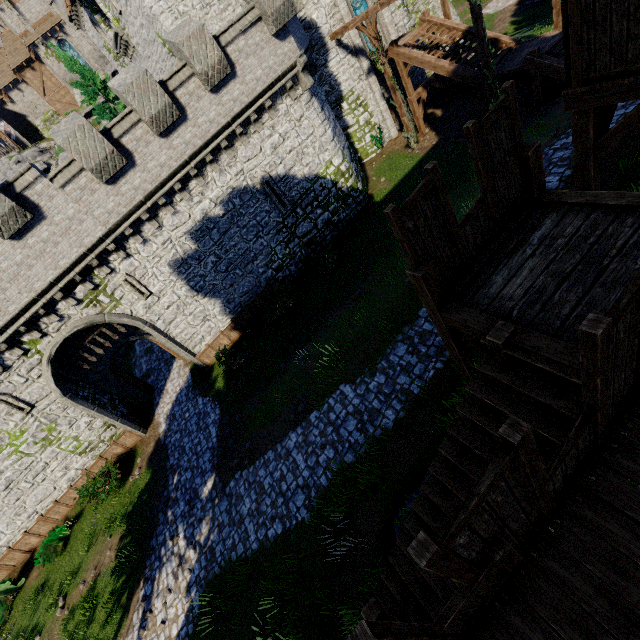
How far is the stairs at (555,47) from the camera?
14.45m

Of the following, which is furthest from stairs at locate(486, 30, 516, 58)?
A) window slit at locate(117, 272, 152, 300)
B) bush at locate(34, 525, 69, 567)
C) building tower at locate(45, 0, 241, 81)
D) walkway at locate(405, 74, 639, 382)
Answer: bush at locate(34, 525, 69, 567)

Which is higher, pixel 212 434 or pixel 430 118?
pixel 430 118

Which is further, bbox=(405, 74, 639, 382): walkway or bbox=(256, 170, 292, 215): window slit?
bbox=(256, 170, 292, 215): window slit

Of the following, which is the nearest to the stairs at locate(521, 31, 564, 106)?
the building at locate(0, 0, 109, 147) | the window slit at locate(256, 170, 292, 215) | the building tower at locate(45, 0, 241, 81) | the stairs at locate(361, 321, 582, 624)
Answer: the window slit at locate(256, 170, 292, 215)

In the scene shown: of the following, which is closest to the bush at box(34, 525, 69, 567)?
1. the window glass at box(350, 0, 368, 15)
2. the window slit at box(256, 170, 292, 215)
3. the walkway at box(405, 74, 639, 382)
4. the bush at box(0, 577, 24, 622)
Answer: the bush at box(0, 577, 24, 622)

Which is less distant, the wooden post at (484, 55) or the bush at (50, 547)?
the wooden post at (484, 55)

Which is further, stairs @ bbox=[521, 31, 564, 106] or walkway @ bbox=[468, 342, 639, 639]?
stairs @ bbox=[521, 31, 564, 106]
